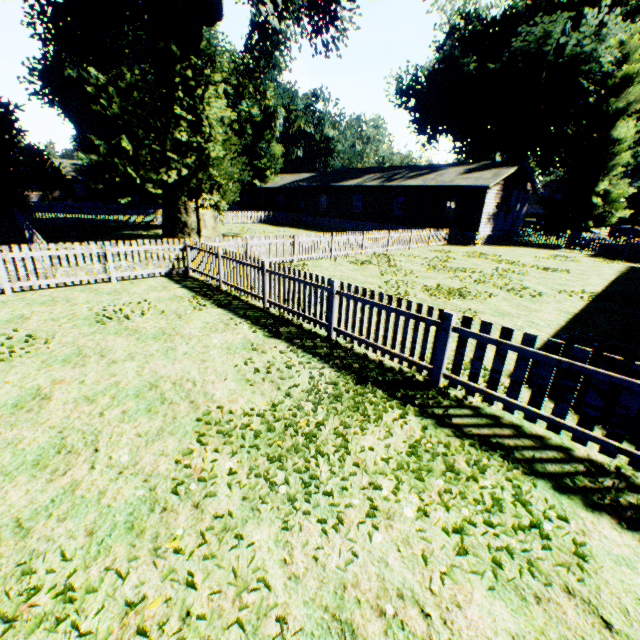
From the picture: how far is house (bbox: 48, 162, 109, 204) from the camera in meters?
46.9

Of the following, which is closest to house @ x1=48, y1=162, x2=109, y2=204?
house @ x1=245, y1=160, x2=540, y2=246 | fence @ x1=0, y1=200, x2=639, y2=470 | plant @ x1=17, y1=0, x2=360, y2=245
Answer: fence @ x1=0, y1=200, x2=639, y2=470

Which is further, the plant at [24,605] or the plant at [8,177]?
the plant at [8,177]

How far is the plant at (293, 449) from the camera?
3.28m

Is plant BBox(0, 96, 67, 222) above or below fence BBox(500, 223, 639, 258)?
above

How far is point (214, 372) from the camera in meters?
5.4 m

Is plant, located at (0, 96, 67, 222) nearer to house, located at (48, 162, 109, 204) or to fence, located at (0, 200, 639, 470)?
fence, located at (0, 200, 639, 470)

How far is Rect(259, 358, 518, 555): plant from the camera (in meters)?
3.28
